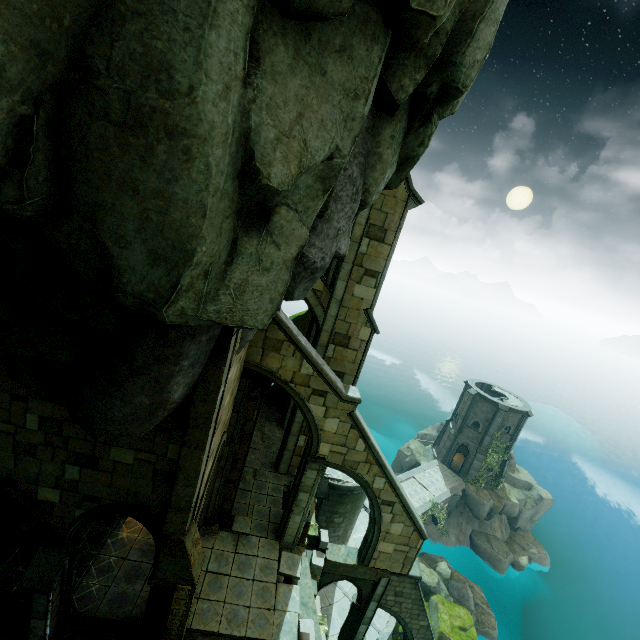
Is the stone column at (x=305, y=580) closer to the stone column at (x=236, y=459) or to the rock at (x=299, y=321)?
the stone column at (x=236, y=459)

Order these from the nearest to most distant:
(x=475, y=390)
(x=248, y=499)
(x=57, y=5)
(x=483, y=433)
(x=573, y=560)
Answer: (x=57, y=5)
(x=248, y=499)
(x=483, y=433)
(x=475, y=390)
(x=573, y=560)

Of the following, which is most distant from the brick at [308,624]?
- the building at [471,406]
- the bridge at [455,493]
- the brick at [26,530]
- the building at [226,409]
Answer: the building at [471,406]

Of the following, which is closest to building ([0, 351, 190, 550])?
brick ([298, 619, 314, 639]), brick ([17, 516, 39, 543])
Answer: brick ([17, 516, 39, 543])

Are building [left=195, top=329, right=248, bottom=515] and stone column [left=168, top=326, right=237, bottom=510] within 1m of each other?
yes

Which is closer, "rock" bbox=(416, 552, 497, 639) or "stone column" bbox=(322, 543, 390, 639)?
"stone column" bbox=(322, 543, 390, 639)

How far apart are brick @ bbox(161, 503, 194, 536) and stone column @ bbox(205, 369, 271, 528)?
3.5 meters

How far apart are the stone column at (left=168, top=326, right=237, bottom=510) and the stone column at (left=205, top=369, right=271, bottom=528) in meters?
3.5 m
